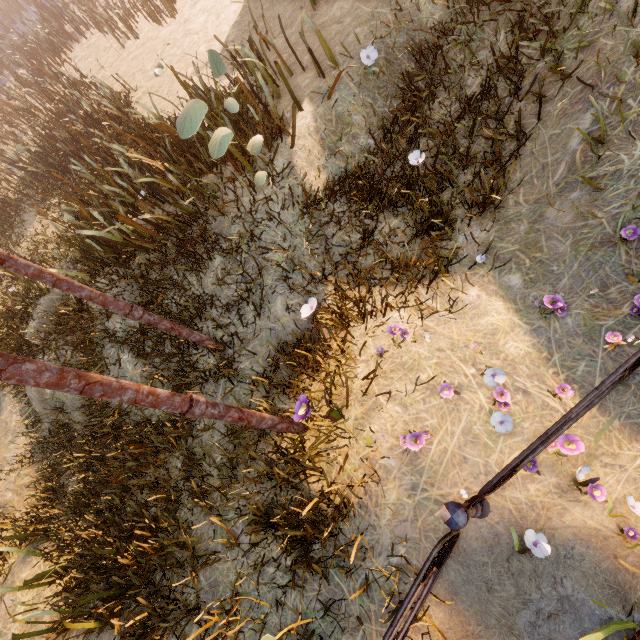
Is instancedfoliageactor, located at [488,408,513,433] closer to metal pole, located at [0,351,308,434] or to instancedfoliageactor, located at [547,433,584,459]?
instancedfoliageactor, located at [547,433,584,459]

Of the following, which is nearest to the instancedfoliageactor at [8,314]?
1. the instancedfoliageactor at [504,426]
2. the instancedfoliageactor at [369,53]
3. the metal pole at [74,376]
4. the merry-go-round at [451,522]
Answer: the merry-go-round at [451,522]

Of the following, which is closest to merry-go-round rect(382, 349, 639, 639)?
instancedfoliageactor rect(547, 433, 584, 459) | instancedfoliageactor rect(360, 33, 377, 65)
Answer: instancedfoliageactor rect(547, 433, 584, 459)

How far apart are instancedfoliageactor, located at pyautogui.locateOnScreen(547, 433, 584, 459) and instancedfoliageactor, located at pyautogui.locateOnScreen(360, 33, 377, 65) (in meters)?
5.42

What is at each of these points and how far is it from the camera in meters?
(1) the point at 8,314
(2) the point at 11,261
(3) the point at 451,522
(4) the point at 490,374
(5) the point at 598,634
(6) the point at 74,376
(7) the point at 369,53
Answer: (1) instancedfoliageactor, 8.5 m
(2) metal pole, 3.2 m
(3) merry-go-round, 2.1 m
(4) instancedfoliageactor, 3.0 m
(5) instancedfoliageactor, 1.9 m
(6) metal pole, 2.1 m
(7) instancedfoliageactor, 4.8 m

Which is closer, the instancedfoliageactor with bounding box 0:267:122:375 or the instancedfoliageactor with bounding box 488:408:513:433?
the instancedfoliageactor with bounding box 488:408:513:433

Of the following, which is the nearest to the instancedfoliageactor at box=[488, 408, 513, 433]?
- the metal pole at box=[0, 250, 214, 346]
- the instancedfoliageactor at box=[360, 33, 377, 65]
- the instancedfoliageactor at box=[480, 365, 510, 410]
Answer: the instancedfoliageactor at box=[480, 365, 510, 410]

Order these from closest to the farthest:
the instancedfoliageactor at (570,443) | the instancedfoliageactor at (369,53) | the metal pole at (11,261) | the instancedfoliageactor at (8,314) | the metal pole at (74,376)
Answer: the metal pole at (74,376)
the instancedfoliageactor at (570,443)
the metal pole at (11,261)
the instancedfoliageactor at (369,53)
the instancedfoliageactor at (8,314)
